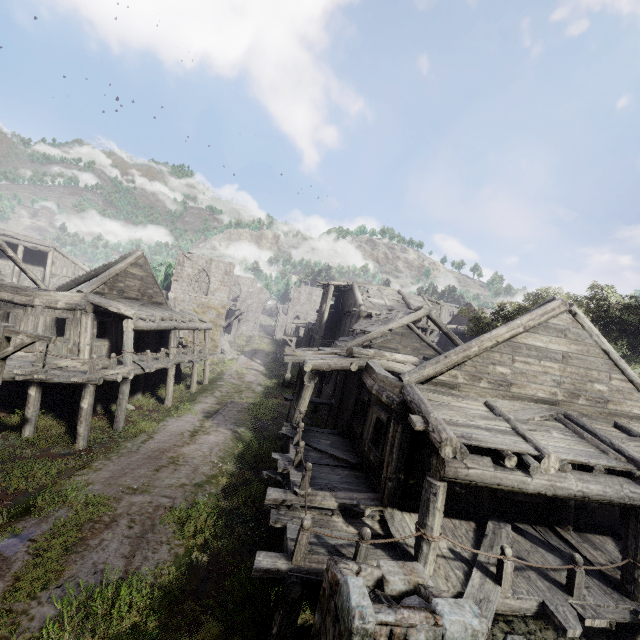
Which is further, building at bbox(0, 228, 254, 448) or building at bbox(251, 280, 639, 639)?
building at bbox(0, 228, 254, 448)

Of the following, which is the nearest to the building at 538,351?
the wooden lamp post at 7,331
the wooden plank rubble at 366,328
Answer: the wooden plank rubble at 366,328

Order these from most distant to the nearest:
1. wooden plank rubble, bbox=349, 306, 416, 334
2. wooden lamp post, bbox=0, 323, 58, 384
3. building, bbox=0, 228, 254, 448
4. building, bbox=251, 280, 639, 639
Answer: wooden plank rubble, bbox=349, 306, 416, 334, building, bbox=0, 228, 254, 448, wooden lamp post, bbox=0, 323, 58, 384, building, bbox=251, 280, 639, 639

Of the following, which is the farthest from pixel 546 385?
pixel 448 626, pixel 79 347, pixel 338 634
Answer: pixel 79 347

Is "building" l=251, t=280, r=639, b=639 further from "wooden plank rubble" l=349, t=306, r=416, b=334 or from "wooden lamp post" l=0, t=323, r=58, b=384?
"wooden lamp post" l=0, t=323, r=58, b=384

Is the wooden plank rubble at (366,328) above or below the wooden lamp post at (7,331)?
above
